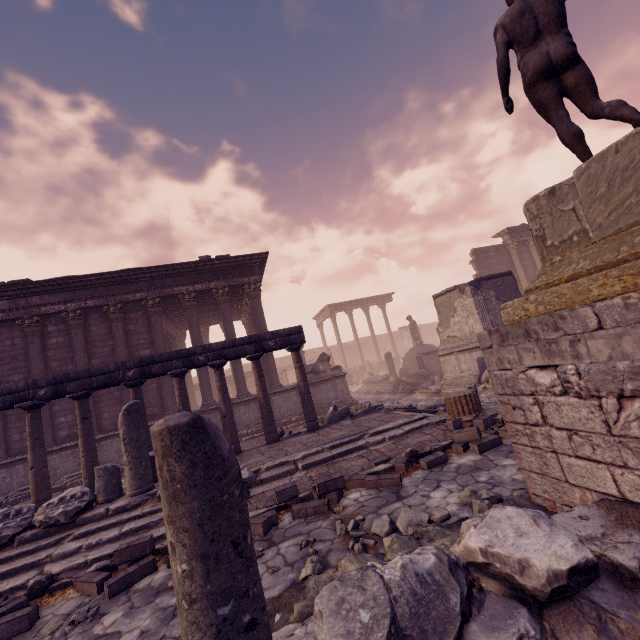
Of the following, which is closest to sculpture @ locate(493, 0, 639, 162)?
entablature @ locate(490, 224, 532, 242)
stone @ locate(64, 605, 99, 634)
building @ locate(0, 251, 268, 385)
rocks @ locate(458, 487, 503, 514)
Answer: rocks @ locate(458, 487, 503, 514)

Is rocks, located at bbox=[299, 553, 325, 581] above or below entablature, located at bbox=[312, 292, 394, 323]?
below

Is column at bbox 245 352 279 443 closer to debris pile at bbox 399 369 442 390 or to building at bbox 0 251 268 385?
building at bbox 0 251 268 385

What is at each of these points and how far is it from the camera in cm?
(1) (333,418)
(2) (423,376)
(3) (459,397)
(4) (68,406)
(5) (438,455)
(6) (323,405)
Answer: (1) debris pile, 973
(2) debris pile, 1647
(3) column base, 673
(4) building, 1216
(5) stone blocks, 556
(6) building, 1415

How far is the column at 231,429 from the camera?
8.6m

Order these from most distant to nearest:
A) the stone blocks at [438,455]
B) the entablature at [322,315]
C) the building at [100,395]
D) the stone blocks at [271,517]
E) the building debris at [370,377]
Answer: the entablature at [322,315] → the building debris at [370,377] → the building at [100,395] → the stone blocks at [438,455] → the stone blocks at [271,517]

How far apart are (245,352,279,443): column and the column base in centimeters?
446cm

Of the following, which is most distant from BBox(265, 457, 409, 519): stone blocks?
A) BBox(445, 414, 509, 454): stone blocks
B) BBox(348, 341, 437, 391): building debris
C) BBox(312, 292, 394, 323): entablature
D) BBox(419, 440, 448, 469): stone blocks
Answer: BBox(312, 292, 394, 323): entablature
